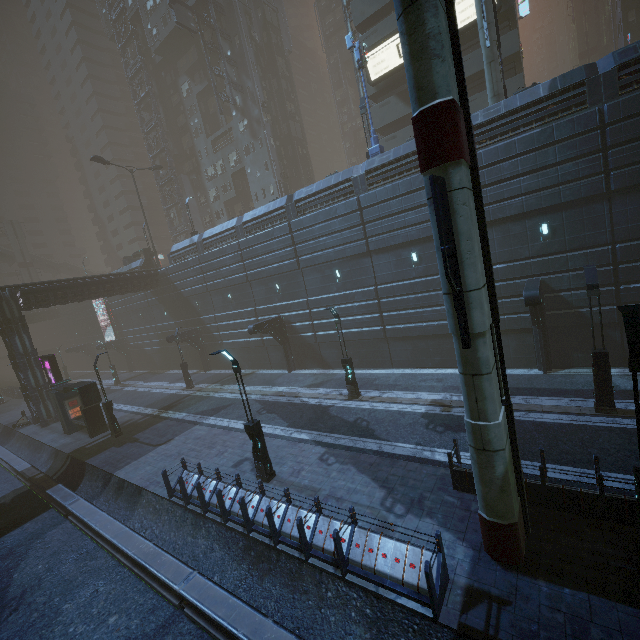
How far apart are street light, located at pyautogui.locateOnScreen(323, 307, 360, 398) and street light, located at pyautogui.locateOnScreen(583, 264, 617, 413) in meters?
10.6

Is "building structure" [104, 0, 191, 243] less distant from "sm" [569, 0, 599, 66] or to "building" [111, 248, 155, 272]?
"building" [111, 248, 155, 272]

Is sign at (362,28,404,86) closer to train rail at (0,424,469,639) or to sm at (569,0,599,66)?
train rail at (0,424,469,639)

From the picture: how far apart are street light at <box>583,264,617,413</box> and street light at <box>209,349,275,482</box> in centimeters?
1274cm

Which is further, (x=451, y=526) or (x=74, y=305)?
(x=74, y=305)

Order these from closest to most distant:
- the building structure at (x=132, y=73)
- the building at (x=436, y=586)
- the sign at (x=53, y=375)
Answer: the building at (x=436, y=586) < the sign at (x=53, y=375) < the building structure at (x=132, y=73)

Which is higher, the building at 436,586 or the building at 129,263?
the building at 129,263

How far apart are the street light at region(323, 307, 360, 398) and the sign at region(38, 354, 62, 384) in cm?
2268
